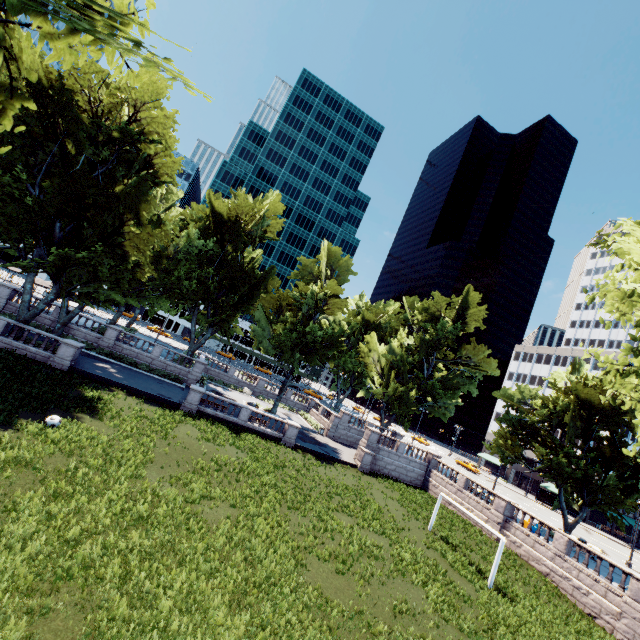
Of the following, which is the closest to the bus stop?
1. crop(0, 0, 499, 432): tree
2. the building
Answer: the building

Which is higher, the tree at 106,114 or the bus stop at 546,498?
the tree at 106,114

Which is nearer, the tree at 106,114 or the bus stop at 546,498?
the tree at 106,114

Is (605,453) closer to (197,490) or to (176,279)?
(197,490)

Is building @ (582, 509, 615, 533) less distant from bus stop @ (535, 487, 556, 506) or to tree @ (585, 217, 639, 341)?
tree @ (585, 217, 639, 341)

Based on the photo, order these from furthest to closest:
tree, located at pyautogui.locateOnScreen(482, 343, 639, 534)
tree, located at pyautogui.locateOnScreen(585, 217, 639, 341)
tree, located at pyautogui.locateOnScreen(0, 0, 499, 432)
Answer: tree, located at pyautogui.locateOnScreen(482, 343, 639, 534) → tree, located at pyautogui.locateOnScreen(585, 217, 639, 341) → tree, located at pyautogui.locateOnScreen(0, 0, 499, 432)

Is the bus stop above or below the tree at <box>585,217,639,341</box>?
below
